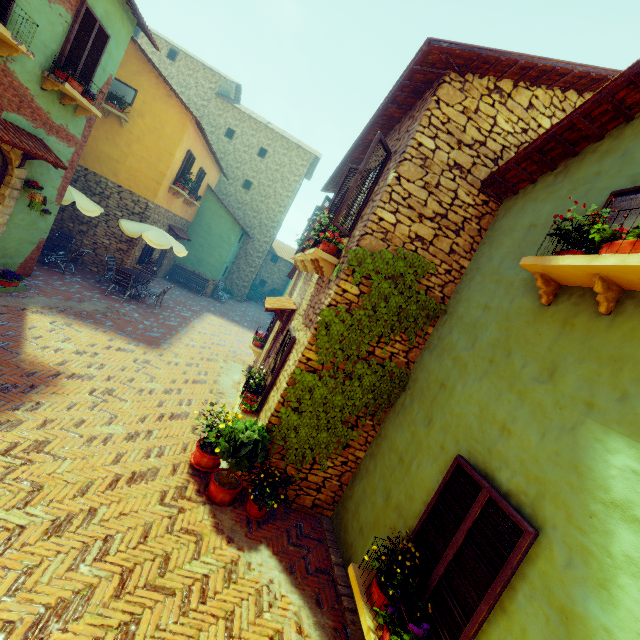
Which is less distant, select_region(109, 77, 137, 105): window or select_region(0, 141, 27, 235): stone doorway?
select_region(0, 141, 27, 235): stone doorway

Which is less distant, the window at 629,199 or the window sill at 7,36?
the window at 629,199

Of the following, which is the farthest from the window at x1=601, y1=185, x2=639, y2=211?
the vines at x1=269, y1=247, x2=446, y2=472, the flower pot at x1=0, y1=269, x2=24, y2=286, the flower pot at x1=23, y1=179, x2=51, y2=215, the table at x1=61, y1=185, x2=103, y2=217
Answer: the flower pot at x1=0, y1=269, x2=24, y2=286

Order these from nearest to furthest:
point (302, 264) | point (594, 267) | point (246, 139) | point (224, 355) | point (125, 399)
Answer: point (594, 267)
point (125, 399)
point (302, 264)
point (224, 355)
point (246, 139)

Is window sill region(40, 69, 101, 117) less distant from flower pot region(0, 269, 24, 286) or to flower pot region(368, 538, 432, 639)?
flower pot region(0, 269, 24, 286)

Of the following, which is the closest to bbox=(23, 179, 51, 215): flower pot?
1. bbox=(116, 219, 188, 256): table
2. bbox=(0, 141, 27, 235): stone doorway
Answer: bbox=(0, 141, 27, 235): stone doorway

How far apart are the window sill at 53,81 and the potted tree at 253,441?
8.10m

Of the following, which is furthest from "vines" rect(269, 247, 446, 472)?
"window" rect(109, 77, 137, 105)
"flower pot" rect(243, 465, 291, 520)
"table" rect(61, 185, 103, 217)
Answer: "window" rect(109, 77, 137, 105)
